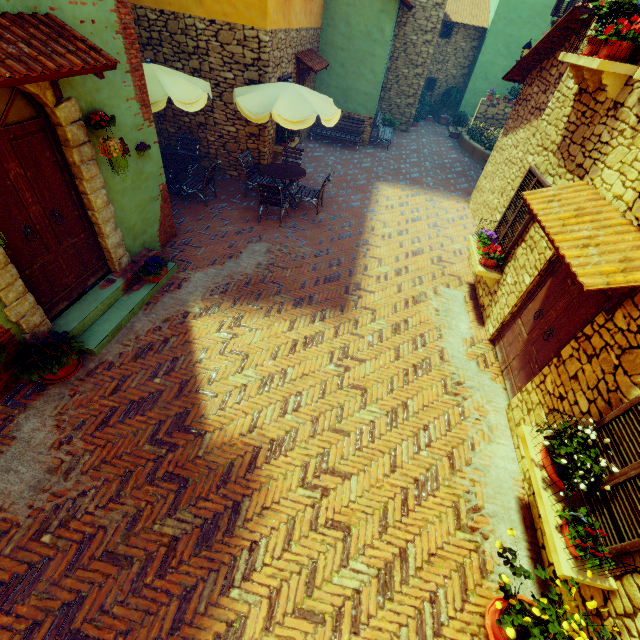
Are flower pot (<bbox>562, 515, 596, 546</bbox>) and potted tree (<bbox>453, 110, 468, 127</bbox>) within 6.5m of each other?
no

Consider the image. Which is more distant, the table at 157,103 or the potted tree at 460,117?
the potted tree at 460,117

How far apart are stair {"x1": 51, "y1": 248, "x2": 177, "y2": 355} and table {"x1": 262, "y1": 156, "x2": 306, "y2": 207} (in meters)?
3.69

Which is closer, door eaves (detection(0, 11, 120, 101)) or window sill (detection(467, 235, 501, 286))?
door eaves (detection(0, 11, 120, 101))

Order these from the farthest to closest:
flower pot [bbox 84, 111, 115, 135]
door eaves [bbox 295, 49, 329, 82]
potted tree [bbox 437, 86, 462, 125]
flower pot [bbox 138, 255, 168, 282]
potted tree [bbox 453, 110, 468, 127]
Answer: potted tree [bbox 437, 86, 462, 125] → potted tree [bbox 453, 110, 468, 127] → door eaves [bbox 295, 49, 329, 82] → flower pot [bbox 138, 255, 168, 282] → flower pot [bbox 84, 111, 115, 135]

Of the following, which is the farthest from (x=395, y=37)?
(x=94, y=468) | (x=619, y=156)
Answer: (x=94, y=468)

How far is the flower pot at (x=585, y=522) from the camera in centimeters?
301cm

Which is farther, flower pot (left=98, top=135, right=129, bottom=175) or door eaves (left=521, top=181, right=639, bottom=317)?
flower pot (left=98, top=135, right=129, bottom=175)
